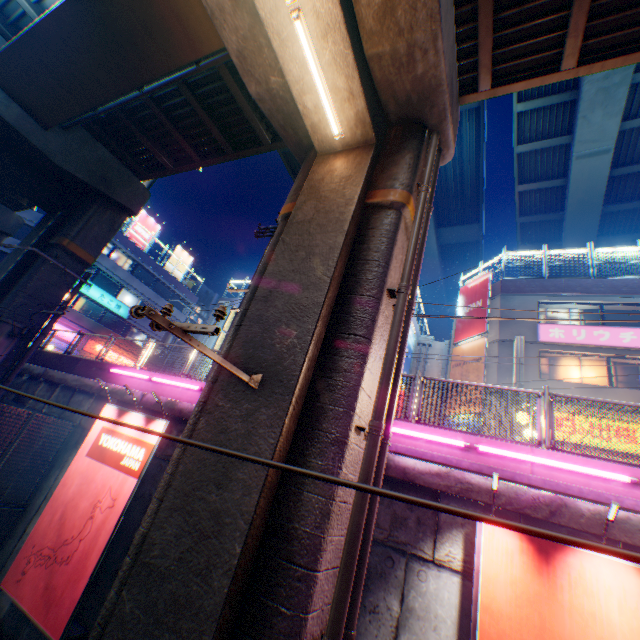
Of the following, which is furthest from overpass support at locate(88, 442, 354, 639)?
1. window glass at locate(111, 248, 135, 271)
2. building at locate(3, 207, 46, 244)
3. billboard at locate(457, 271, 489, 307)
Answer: billboard at locate(457, 271, 489, 307)

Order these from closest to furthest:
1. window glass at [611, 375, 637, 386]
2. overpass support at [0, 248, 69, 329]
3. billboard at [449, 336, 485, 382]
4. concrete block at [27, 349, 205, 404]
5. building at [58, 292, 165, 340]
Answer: concrete block at [27, 349, 205, 404]
overpass support at [0, 248, 69, 329]
window glass at [611, 375, 637, 386]
billboard at [449, 336, 485, 382]
building at [58, 292, 165, 340]

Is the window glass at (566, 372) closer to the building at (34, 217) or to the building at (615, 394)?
the building at (615, 394)

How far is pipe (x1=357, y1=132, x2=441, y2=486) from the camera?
4.70m

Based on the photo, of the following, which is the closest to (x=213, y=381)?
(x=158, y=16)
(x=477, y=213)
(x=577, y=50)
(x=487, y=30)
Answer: (x=158, y=16)

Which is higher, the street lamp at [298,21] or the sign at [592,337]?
the sign at [592,337]

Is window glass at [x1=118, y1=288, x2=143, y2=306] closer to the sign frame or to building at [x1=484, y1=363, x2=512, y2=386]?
the sign frame

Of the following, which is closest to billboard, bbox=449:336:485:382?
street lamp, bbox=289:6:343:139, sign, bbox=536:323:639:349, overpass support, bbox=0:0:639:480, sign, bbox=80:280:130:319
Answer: sign, bbox=536:323:639:349
